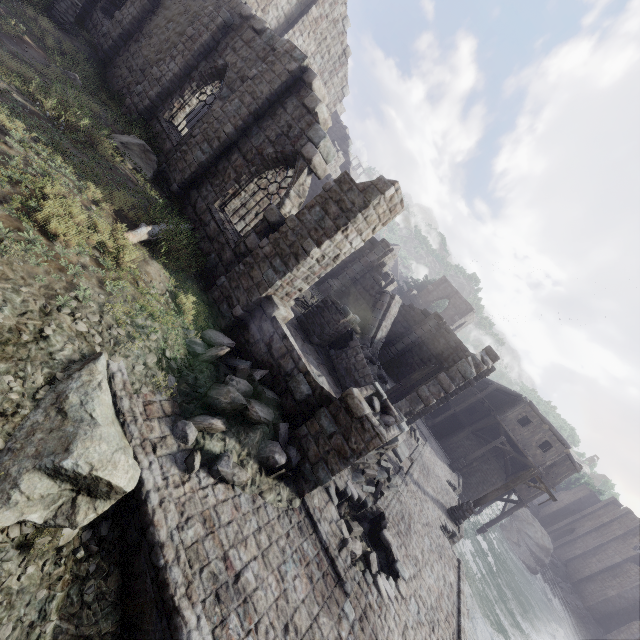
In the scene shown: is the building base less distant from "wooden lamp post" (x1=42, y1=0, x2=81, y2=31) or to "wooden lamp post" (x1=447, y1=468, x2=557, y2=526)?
"wooden lamp post" (x1=447, y1=468, x2=557, y2=526)

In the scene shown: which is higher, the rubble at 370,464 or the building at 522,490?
the building at 522,490

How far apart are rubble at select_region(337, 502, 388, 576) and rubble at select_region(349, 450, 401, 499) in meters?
1.0 m

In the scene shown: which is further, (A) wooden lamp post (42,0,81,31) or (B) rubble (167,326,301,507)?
(A) wooden lamp post (42,0,81,31)

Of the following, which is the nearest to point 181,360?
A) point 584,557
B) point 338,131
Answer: point 338,131

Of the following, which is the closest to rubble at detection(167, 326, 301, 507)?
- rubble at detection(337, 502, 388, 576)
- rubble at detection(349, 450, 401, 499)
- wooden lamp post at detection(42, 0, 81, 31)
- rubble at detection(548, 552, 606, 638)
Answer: rubble at detection(337, 502, 388, 576)

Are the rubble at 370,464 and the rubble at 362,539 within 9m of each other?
yes

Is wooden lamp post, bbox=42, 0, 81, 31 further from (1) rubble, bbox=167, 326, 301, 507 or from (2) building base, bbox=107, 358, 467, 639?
(2) building base, bbox=107, 358, 467, 639
